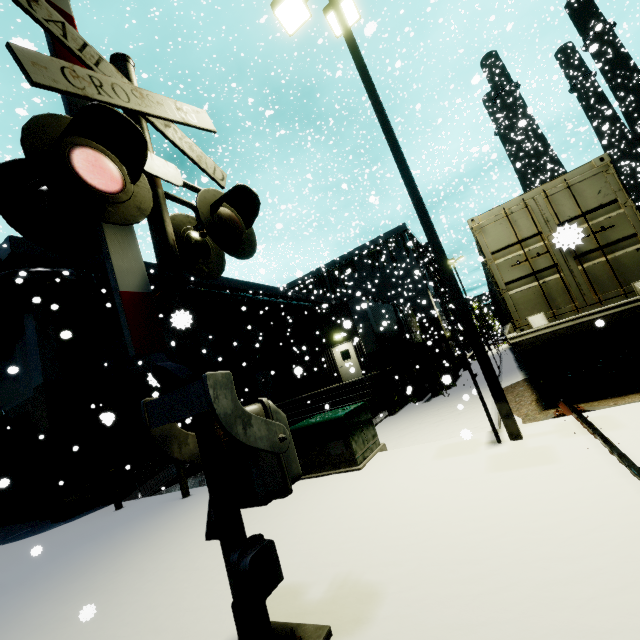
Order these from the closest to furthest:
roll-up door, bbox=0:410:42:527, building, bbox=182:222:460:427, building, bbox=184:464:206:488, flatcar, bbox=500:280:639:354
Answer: flatcar, bbox=500:280:639:354 → building, bbox=184:464:206:488 → roll-up door, bbox=0:410:42:527 → building, bbox=182:222:460:427

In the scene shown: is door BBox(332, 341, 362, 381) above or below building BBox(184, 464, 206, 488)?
above

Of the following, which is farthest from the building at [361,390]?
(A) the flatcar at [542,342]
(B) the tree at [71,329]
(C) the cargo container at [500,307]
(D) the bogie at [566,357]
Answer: (D) the bogie at [566,357]

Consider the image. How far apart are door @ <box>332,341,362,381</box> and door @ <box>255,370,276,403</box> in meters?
5.0

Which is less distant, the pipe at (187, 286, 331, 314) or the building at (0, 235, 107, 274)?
the building at (0, 235, 107, 274)

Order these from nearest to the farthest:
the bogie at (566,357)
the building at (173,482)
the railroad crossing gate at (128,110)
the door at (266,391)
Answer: the railroad crossing gate at (128,110) < the bogie at (566,357) < the building at (173,482) < the door at (266,391)

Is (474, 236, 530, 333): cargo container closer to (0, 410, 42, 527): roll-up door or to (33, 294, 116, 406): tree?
(33, 294, 116, 406): tree

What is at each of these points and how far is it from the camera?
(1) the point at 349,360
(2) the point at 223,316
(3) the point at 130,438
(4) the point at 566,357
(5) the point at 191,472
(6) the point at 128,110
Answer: (1) door, 21.4m
(2) tree, 21.2m
(3) building, 14.1m
(4) bogie, 6.4m
(5) building, 12.2m
(6) railroad crossing gate, 2.7m
